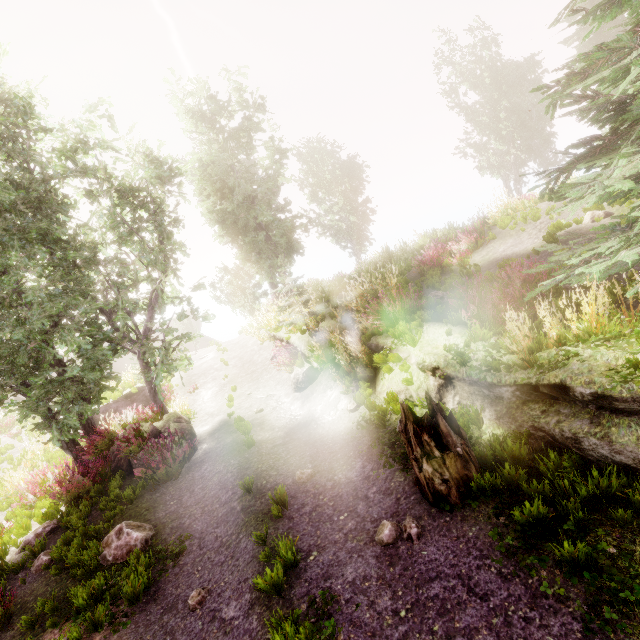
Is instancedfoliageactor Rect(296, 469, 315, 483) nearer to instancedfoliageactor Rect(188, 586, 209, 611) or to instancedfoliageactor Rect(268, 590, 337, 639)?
instancedfoliageactor Rect(268, 590, 337, 639)

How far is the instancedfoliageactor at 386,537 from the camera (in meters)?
4.41

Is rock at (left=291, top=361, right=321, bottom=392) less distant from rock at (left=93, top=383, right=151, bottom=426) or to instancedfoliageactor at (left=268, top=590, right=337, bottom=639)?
instancedfoliageactor at (left=268, top=590, right=337, bottom=639)

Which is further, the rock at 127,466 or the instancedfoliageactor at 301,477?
the rock at 127,466

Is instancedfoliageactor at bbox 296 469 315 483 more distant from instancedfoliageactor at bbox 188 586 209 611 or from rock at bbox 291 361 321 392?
rock at bbox 291 361 321 392

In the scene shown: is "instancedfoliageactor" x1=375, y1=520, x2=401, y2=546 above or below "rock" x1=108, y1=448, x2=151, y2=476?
below

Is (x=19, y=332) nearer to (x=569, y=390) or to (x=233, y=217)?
(x=233, y=217)

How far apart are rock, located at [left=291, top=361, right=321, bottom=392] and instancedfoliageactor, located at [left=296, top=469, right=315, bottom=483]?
4.1 meters
